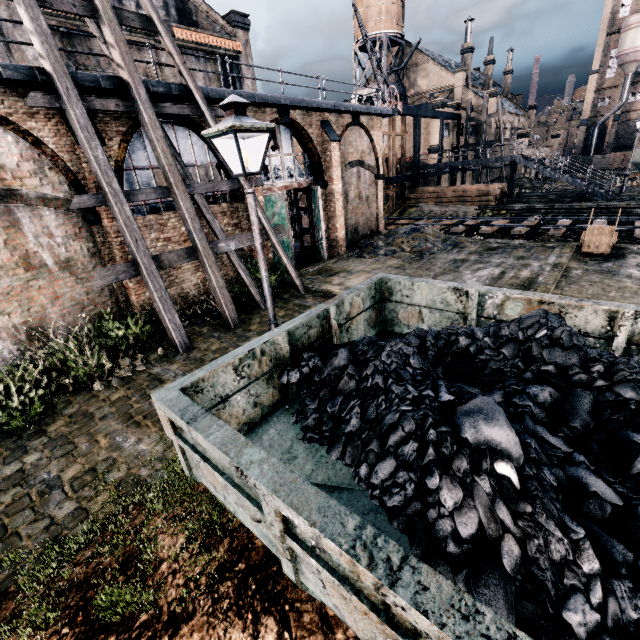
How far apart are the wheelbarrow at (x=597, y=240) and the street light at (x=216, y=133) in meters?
15.6

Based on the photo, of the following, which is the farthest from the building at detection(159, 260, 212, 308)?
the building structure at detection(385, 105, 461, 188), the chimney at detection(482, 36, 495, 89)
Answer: the chimney at detection(482, 36, 495, 89)

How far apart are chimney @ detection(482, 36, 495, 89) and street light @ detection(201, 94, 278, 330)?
71.0 meters

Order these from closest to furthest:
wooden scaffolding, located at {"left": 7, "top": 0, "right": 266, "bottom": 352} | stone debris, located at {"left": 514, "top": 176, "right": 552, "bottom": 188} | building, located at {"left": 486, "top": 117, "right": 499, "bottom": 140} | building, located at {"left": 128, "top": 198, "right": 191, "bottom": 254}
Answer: wooden scaffolding, located at {"left": 7, "top": 0, "right": 266, "bottom": 352}
building, located at {"left": 128, "top": 198, "right": 191, "bottom": 254}
stone debris, located at {"left": 514, "top": 176, "right": 552, "bottom": 188}
building, located at {"left": 486, "top": 117, "right": 499, "bottom": 140}

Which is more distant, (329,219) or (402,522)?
(329,219)

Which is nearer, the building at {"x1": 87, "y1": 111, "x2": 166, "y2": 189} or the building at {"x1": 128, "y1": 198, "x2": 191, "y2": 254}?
the building at {"x1": 87, "y1": 111, "x2": 166, "y2": 189}

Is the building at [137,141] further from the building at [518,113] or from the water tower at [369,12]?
the water tower at [369,12]

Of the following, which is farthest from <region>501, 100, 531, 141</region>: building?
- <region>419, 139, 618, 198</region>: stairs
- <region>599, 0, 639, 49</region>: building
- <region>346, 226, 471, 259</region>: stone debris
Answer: <region>346, 226, 471, 259</region>: stone debris
